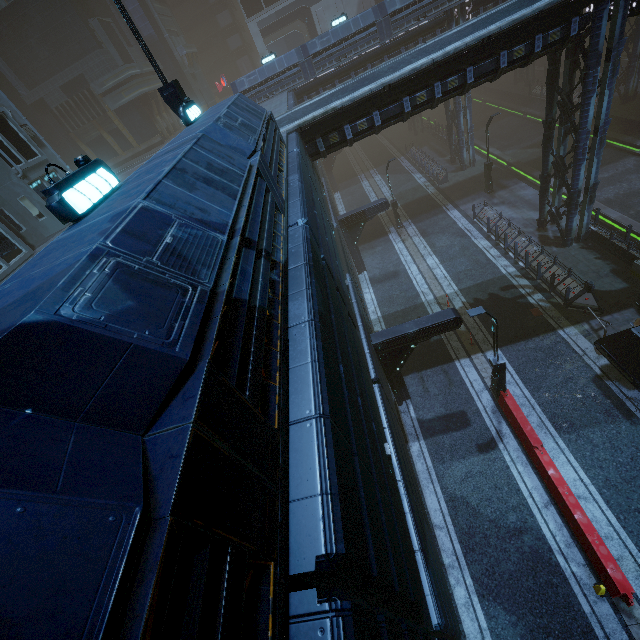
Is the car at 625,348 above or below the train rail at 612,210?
above

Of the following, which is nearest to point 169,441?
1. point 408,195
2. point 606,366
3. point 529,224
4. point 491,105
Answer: point 606,366

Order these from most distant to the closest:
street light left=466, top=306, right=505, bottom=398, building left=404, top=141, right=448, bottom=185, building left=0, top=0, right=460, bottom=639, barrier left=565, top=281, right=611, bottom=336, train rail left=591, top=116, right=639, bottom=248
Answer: building left=404, top=141, right=448, bottom=185 < train rail left=591, top=116, right=639, bottom=248 < barrier left=565, top=281, right=611, bottom=336 < street light left=466, top=306, right=505, bottom=398 < building left=0, top=0, right=460, bottom=639

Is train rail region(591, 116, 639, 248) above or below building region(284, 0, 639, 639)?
below

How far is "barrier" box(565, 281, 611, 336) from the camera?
14.9 meters

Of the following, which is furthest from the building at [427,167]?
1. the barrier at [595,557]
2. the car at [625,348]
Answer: the barrier at [595,557]

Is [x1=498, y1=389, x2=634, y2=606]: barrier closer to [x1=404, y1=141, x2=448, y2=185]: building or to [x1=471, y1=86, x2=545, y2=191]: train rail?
[x1=404, y1=141, x2=448, y2=185]: building
